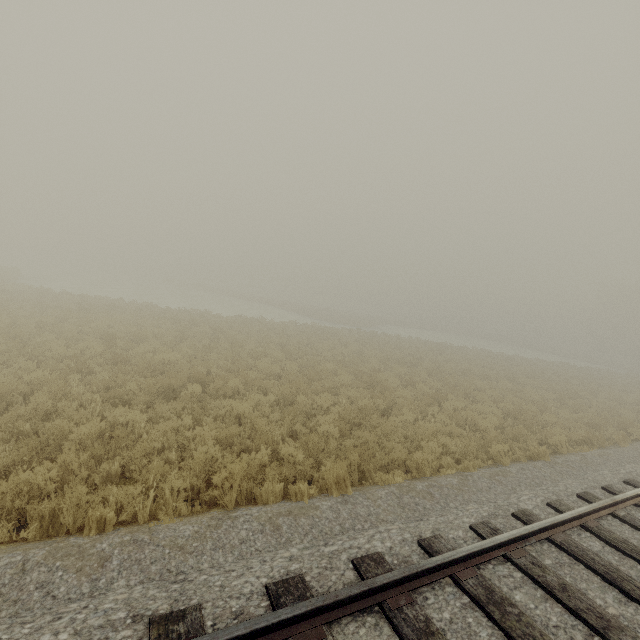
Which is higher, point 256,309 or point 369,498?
point 369,498
